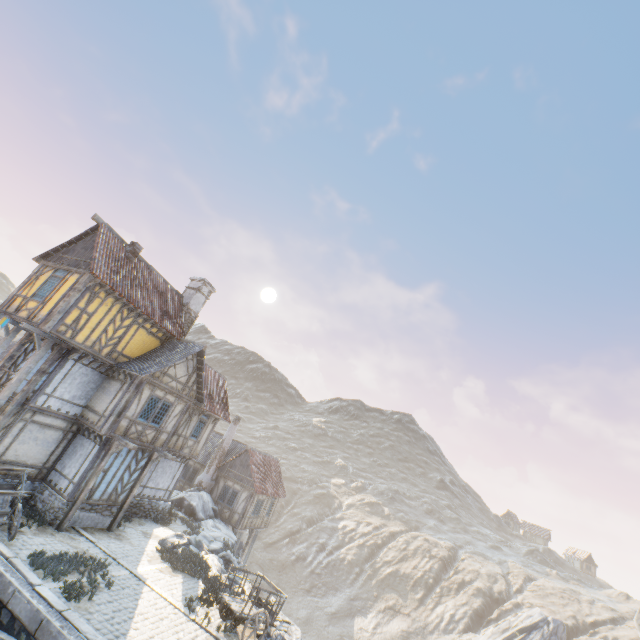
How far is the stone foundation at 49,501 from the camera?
13.97m

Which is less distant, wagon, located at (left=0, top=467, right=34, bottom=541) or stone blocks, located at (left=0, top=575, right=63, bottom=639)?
stone blocks, located at (left=0, top=575, right=63, bottom=639)

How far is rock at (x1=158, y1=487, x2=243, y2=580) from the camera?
16.9m

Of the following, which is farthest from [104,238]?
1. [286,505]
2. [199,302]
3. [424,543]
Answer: [424,543]

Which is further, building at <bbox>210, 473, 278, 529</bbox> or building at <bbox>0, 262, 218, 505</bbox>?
building at <bbox>210, 473, 278, 529</bbox>

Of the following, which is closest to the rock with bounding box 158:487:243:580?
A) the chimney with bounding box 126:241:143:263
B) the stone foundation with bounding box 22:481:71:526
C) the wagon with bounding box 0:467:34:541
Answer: the stone foundation with bounding box 22:481:71:526

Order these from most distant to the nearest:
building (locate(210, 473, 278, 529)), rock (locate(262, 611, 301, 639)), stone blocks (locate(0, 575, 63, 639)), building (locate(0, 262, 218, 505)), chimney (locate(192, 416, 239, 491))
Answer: chimney (locate(192, 416, 239, 491)) < building (locate(210, 473, 278, 529)) < building (locate(0, 262, 218, 505)) < rock (locate(262, 611, 301, 639)) < stone blocks (locate(0, 575, 63, 639))

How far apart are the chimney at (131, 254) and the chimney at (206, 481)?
18.41m
